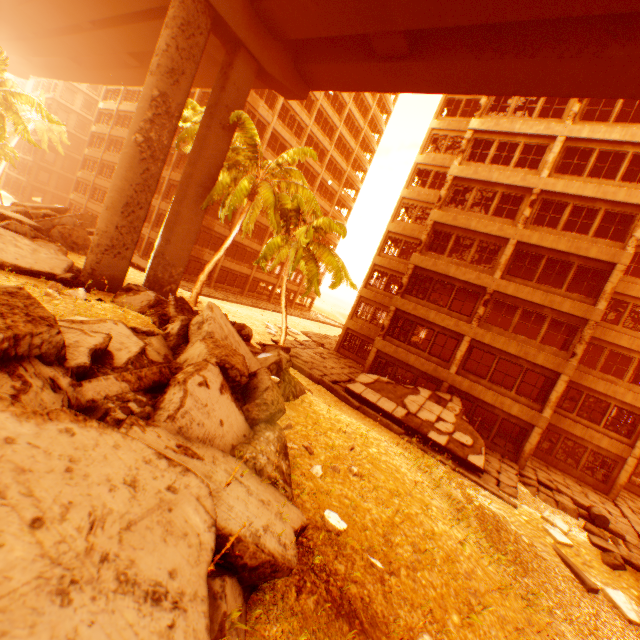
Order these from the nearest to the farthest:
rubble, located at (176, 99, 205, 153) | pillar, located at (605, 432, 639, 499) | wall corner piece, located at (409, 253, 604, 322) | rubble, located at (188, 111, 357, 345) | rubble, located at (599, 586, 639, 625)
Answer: rubble, located at (599, 586, 639, 625) → rubble, located at (188, 111, 357, 345) → wall corner piece, located at (409, 253, 604, 322) → pillar, located at (605, 432, 639, 499) → rubble, located at (176, 99, 205, 153)

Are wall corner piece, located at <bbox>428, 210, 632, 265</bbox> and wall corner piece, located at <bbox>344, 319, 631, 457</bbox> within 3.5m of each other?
no

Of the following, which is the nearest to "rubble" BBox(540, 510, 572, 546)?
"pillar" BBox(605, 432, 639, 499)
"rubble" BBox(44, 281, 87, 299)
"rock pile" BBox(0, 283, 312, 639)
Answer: "rock pile" BBox(0, 283, 312, 639)

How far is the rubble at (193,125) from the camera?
20.09m

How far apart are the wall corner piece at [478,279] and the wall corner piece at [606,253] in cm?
207

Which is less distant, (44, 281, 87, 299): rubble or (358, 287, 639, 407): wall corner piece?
(44, 281, 87, 299): rubble

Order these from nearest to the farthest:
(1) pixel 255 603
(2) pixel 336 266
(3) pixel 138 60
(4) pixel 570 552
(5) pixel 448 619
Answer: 1. (1) pixel 255 603
2. (5) pixel 448 619
3. (4) pixel 570 552
4. (2) pixel 336 266
5. (3) pixel 138 60

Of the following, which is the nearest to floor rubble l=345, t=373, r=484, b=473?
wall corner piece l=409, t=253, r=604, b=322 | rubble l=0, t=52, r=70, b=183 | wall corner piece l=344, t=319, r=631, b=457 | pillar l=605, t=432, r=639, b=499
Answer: wall corner piece l=344, t=319, r=631, b=457
